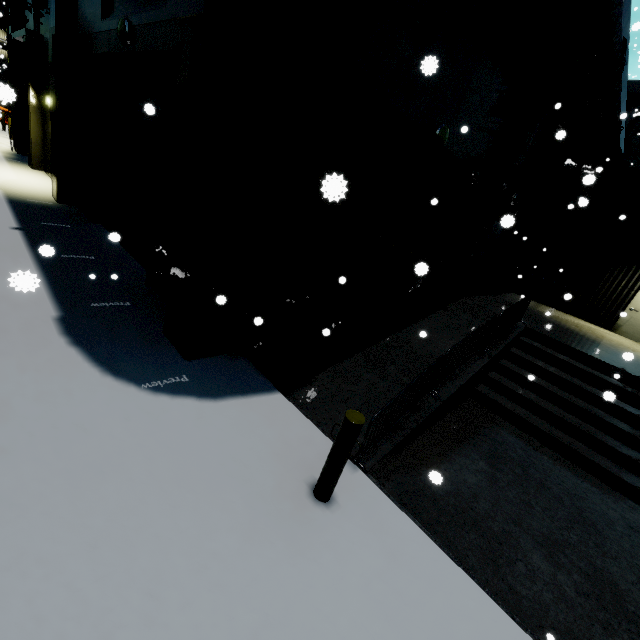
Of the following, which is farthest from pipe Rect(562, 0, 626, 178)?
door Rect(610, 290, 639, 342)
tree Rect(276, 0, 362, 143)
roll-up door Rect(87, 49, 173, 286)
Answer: door Rect(610, 290, 639, 342)

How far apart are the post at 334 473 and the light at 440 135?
6.6 meters

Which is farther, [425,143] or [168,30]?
[425,143]

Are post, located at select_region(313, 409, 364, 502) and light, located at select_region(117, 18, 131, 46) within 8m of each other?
no

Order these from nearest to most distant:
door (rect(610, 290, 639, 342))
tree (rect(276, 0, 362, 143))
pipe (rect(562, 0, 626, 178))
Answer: tree (rect(276, 0, 362, 143)) < pipe (rect(562, 0, 626, 178)) < door (rect(610, 290, 639, 342))

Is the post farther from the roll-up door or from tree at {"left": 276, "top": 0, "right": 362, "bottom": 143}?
the roll-up door

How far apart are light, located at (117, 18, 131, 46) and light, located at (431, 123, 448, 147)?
6.76m

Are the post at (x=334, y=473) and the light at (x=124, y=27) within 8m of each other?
no
